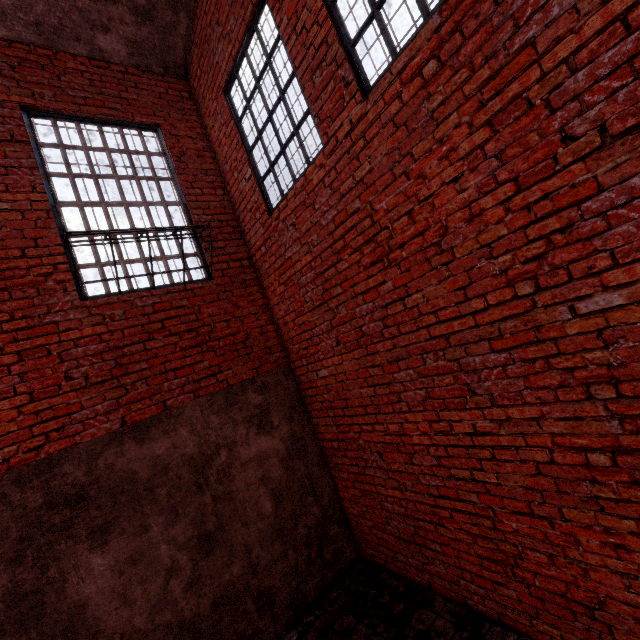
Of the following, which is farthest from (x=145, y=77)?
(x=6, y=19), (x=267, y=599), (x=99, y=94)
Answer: (x=267, y=599)

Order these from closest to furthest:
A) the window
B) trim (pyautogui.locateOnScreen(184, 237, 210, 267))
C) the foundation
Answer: the window < the foundation < trim (pyautogui.locateOnScreen(184, 237, 210, 267))

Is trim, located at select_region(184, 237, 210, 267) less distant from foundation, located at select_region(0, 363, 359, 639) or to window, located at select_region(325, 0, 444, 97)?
foundation, located at select_region(0, 363, 359, 639)

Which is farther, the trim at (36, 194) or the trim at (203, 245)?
the trim at (203, 245)

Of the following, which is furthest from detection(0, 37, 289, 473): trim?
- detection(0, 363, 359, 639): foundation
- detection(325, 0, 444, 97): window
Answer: detection(325, 0, 444, 97): window

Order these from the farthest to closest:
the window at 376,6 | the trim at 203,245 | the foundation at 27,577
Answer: the trim at 203,245 → the foundation at 27,577 → the window at 376,6
